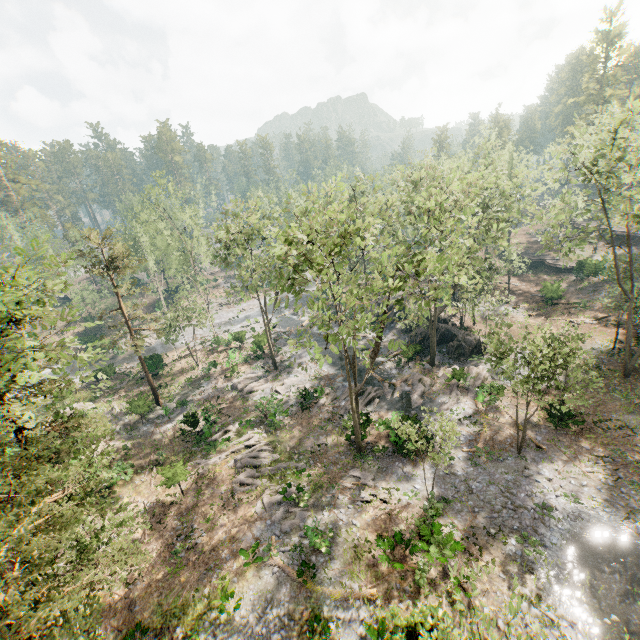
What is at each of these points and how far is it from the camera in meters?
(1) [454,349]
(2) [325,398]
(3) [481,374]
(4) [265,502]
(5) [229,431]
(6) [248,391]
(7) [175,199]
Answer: (1) rock, 33.9
(2) foliage, 31.0
(3) foliage, 30.0
(4) foliage, 21.6
(5) foliage, 28.9
(6) foliage, 34.2
(7) foliage, 40.6

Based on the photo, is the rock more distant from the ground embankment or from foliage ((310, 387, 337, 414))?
the ground embankment

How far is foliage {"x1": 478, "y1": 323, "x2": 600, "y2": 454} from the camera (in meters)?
18.59

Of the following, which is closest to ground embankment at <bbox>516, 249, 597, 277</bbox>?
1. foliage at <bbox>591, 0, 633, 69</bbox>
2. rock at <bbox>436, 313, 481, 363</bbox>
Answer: foliage at <bbox>591, 0, 633, 69</bbox>

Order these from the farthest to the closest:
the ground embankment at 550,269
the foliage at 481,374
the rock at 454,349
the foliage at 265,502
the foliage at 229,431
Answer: the ground embankment at 550,269 < the rock at 454,349 < the foliage at 229,431 < the foliage at 265,502 < the foliage at 481,374

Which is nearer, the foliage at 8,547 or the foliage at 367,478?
the foliage at 8,547
